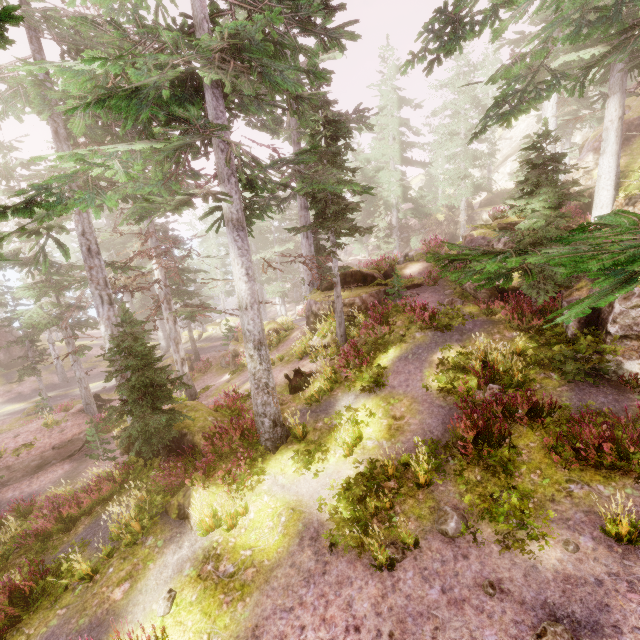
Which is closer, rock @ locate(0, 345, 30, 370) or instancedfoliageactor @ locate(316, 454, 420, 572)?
instancedfoliageactor @ locate(316, 454, 420, 572)

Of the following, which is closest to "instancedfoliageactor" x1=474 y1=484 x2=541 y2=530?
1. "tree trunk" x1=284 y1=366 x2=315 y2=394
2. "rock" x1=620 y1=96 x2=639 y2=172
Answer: "rock" x1=620 y1=96 x2=639 y2=172

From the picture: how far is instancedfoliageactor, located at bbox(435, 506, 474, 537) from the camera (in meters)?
6.87

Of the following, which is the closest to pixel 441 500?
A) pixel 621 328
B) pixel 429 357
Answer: pixel 429 357

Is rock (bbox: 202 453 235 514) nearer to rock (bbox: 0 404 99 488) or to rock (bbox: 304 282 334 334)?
rock (bbox: 0 404 99 488)

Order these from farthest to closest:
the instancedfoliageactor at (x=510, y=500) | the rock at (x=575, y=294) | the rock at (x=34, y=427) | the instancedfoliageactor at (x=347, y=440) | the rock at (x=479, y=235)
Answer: the rock at (x=34, y=427) < the rock at (x=479, y=235) < the rock at (x=575, y=294) < the instancedfoliageactor at (x=347, y=440) < the instancedfoliageactor at (x=510, y=500)

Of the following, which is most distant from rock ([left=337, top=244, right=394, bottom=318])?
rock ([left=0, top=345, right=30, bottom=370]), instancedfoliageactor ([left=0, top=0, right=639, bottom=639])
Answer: rock ([left=0, top=345, right=30, bottom=370])

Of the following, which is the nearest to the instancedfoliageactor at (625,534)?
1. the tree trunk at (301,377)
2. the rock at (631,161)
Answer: the rock at (631,161)
